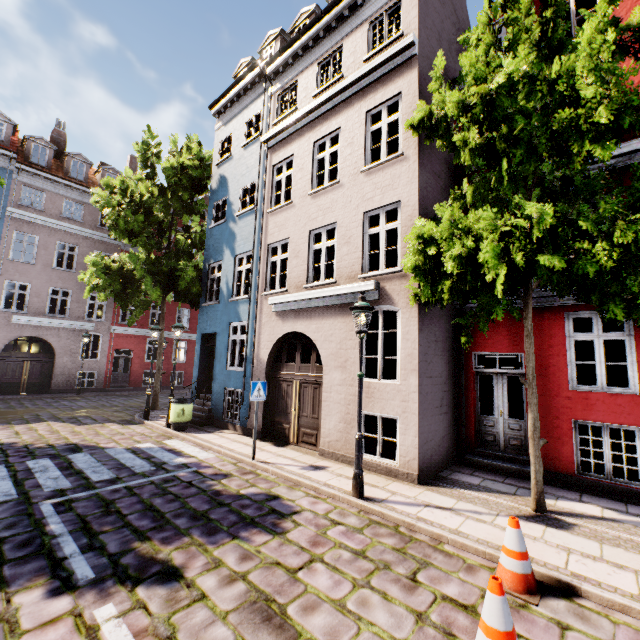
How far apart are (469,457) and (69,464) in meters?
9.6 m

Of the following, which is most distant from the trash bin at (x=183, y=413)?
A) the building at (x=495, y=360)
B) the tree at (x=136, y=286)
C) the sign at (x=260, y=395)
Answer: the tree at (x=136, y=286)

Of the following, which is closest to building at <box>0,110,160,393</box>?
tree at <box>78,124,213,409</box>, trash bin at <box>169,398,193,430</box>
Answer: trash bin at <box>169,398,193,430</box>

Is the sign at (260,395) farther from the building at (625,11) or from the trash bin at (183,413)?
the trash bin at (183,413)

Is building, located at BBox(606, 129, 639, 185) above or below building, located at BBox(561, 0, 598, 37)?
below

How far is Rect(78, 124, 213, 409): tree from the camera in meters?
12.6 m

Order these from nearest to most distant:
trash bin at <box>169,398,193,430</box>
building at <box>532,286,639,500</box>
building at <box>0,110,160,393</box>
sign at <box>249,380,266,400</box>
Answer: building at <box>532,286,639,500</box> → sign at <box>249,380,266,400</box> → trash bin at <box>169,398,193,430</box> → building at <box>0,110,160,393</box>

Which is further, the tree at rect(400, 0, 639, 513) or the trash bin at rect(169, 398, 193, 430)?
the trash bin at rect(169, 398, 193, 430)
